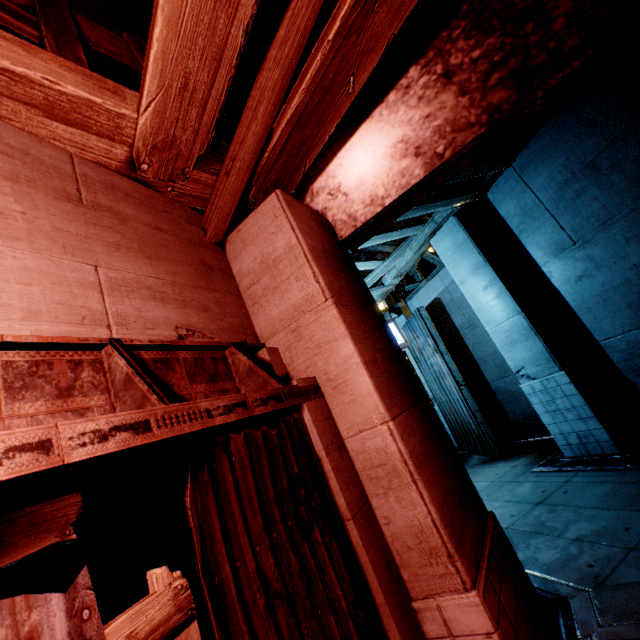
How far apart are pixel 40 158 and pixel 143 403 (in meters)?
1.92
